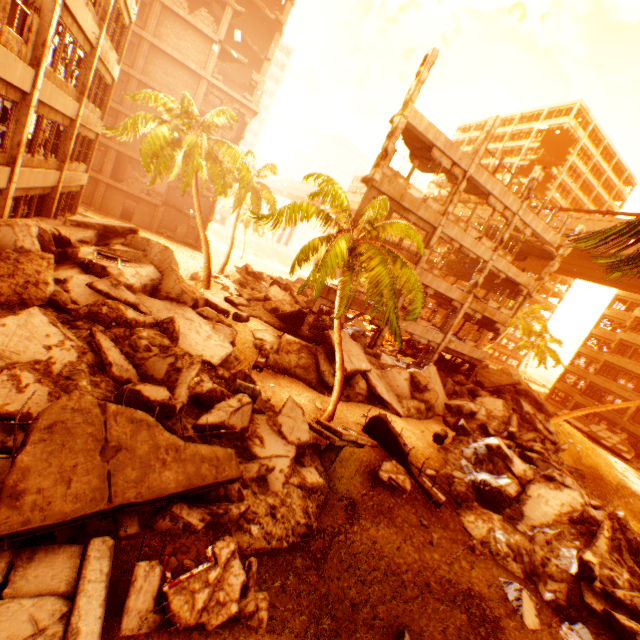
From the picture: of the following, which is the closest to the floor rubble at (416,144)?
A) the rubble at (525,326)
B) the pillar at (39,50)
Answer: the pillar at (39,50)

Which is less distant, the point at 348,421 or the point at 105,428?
the point at 105,428

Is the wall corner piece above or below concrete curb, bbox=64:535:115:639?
above

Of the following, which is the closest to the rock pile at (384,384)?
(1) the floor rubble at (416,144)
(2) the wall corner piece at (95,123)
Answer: (2) the wall corner piece at (95,123)

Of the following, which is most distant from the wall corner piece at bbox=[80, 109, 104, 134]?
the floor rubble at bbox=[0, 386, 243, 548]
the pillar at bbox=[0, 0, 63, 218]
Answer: the floor rubble at bbox=[0, 386, 243, 548]

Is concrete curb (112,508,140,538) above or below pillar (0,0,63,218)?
below

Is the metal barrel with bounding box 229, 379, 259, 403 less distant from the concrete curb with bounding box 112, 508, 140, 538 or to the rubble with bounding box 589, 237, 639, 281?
the rubble with bounding box 589, 237, 639, 281

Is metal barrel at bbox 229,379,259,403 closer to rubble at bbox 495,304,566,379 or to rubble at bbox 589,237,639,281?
rubble at bbox 589,237,639,281
